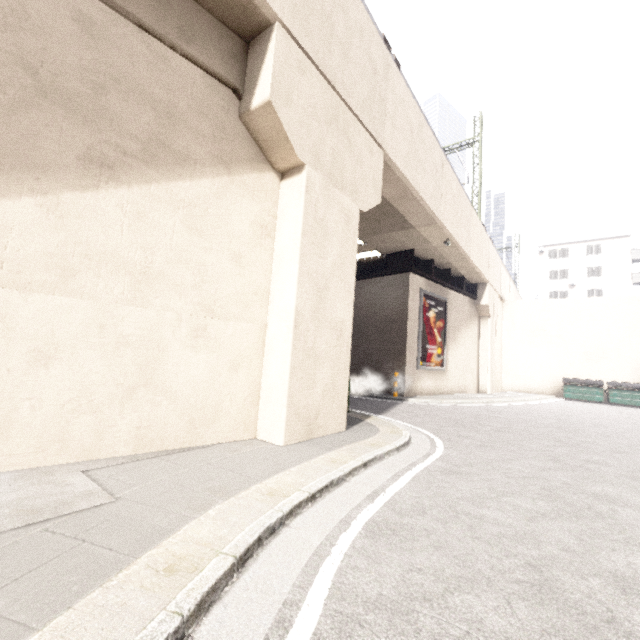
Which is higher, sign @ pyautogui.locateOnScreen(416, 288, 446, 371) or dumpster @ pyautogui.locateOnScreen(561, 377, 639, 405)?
sign @ pyautogui.locateOnScreen(416, 288, 446, 371)

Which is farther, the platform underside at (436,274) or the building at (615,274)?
the building at (615,274)

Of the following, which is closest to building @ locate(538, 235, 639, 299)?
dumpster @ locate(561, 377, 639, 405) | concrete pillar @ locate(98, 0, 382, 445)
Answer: dumpster @ locate(561, 377, 639, 405)

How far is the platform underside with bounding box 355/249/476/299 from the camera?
15.57m

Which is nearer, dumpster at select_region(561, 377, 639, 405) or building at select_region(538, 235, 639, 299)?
dumpster at select_region(561, 377, 639, 405)

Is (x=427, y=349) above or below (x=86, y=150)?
below

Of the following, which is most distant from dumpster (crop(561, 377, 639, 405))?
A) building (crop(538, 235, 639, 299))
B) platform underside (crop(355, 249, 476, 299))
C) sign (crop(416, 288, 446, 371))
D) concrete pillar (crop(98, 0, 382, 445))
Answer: concrete pillar (crop(98, 0, 382, 445))

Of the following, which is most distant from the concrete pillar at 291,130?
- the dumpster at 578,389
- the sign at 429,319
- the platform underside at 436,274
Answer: the dumpster at 578,389
